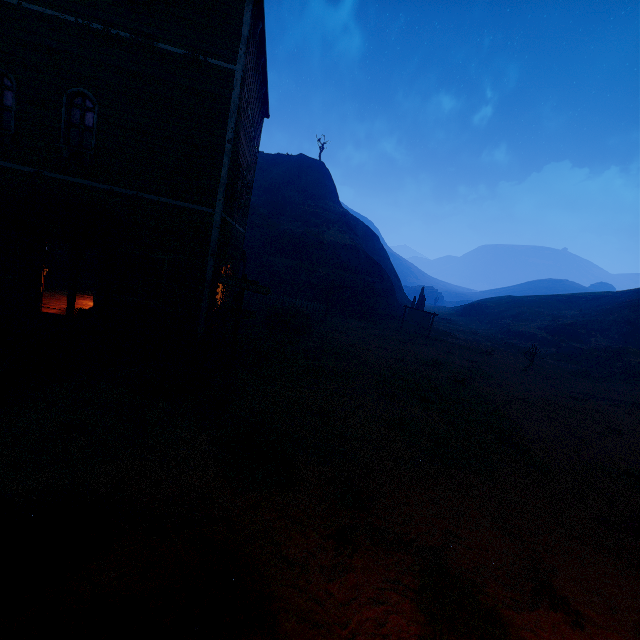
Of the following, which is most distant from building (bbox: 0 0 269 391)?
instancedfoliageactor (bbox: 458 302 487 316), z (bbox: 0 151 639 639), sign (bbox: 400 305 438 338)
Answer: instancedfoliageactor (bbox: 458 302 487 316)

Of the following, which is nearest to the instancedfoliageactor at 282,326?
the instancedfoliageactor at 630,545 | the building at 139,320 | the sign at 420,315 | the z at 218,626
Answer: the z at 218,626

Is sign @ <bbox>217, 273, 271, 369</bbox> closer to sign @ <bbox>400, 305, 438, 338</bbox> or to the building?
the building

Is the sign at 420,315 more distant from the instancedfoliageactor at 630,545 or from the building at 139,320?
the instancedfoliageactor at 630,545

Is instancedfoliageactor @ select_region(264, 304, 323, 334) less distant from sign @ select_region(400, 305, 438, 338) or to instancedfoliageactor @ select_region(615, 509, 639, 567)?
sign @ select_region(400, 305, 438, 338)

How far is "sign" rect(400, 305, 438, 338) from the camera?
26.6m

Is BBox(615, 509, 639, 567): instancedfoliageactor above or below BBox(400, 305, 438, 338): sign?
below

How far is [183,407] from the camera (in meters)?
7.90
